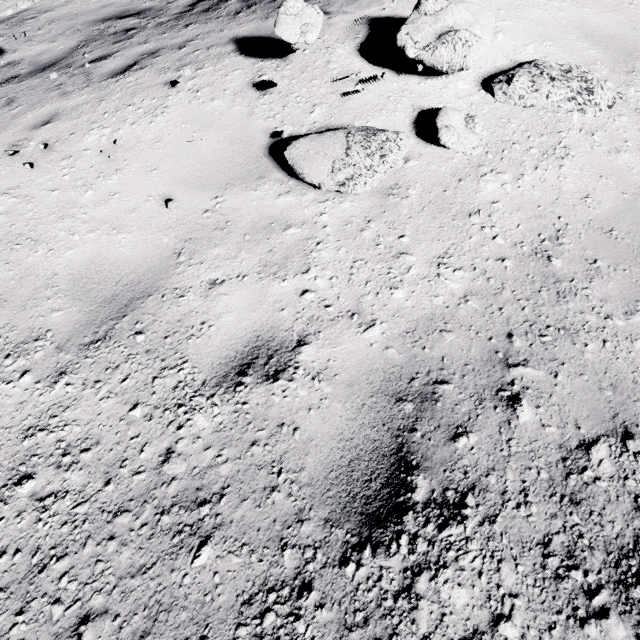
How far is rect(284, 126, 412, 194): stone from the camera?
2.79m

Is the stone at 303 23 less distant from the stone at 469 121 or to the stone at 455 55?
the stone at 455 55

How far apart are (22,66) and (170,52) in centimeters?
307cm

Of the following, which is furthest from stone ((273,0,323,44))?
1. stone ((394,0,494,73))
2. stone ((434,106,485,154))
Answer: stone ((434,106,485,154))

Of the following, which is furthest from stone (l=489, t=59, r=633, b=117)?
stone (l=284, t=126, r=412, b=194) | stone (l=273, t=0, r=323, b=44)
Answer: stone (l=273, t=0, r=323, b=44)

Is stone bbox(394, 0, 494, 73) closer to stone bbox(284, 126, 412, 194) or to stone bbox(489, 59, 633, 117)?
stone bbox(489, 59, 633, 117)

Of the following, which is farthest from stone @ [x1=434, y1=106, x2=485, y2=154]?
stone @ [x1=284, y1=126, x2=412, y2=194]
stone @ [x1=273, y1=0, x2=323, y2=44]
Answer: stone @ [x1=273, y1=0, x2=323, y2=44]

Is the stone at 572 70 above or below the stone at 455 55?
below
